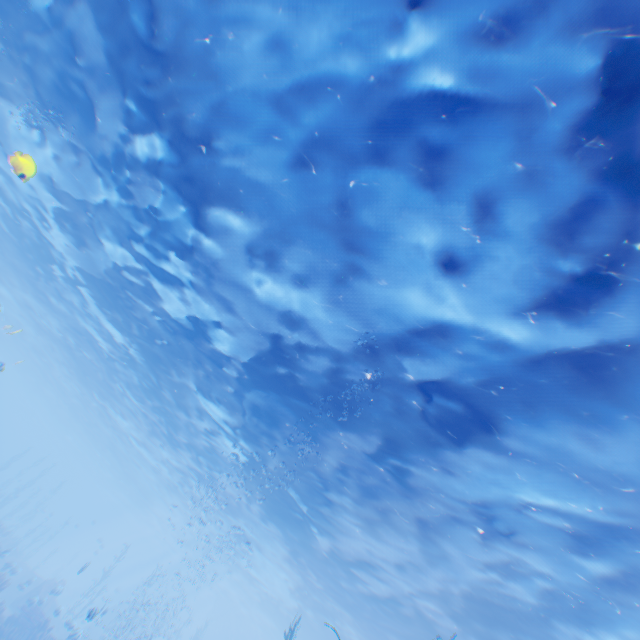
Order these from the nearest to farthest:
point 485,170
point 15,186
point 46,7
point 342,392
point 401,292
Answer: point 485,170 → point 401,292 → point 46,7 → point 342,392 → point 15,186

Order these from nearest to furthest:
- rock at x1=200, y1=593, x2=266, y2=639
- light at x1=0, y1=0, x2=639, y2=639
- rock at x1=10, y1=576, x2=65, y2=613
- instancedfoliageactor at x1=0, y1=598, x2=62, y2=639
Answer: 1. light at x1=0, y1=0, x2=639, y2=639
2. instancedfoliageactor at x1=0, y1=598, x2=62, y2=639
3. rock at x1=10, y1=576, x2=65, y2=613
4. rock at x1=200, y1=593, x2=266, y2=639

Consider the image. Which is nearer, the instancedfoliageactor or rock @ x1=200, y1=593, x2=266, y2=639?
the instancedfoliageactor

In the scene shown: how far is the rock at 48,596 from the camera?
18.7 meters

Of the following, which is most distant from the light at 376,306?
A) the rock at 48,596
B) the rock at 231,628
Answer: the rock at 48,596

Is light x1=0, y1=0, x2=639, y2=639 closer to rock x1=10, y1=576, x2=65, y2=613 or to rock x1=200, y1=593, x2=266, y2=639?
rock x1=200, y1=593, x2=266, y2=639

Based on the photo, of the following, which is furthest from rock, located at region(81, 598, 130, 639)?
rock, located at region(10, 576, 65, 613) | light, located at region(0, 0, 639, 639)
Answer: rock, located at region(10, 576, 65, 613)

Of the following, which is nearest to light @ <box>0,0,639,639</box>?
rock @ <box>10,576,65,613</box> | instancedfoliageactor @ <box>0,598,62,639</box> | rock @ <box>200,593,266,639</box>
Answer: rock @ <box>200,593,266,639</box>
